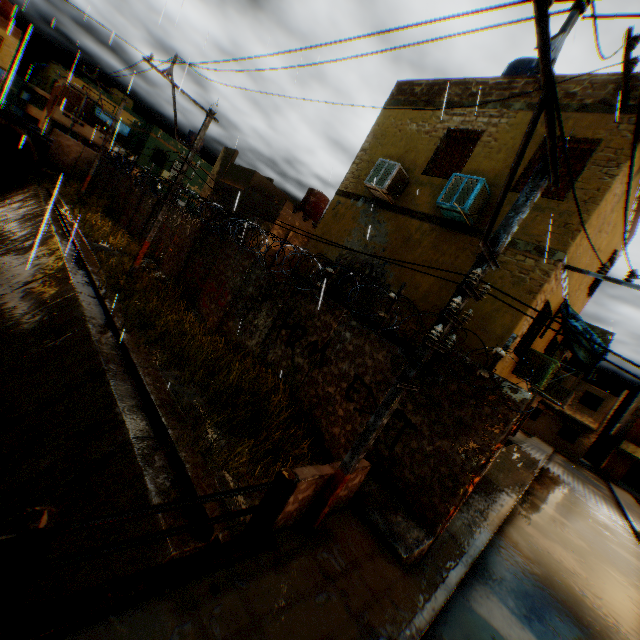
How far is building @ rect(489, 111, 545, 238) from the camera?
7.4 meters

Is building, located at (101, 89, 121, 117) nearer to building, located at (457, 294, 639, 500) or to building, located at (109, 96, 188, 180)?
building, located at (457, 294, 639, 500)

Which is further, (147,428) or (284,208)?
(284,208)

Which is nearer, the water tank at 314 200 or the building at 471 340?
the building at 471 340

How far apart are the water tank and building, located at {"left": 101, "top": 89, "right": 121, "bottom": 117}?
44.8m

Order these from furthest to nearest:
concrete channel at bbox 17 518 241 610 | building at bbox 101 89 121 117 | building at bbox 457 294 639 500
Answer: building at bbox 101 89 121 117
building at bbox 457 294 639 500
concrete channel at bbox 17 518 241 610

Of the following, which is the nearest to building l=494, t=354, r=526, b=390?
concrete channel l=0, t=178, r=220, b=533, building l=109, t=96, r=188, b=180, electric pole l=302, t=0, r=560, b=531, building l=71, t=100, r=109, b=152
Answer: concrete channel l=0, t=178, r=220, b=533

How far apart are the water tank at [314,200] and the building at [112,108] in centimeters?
4483cm
